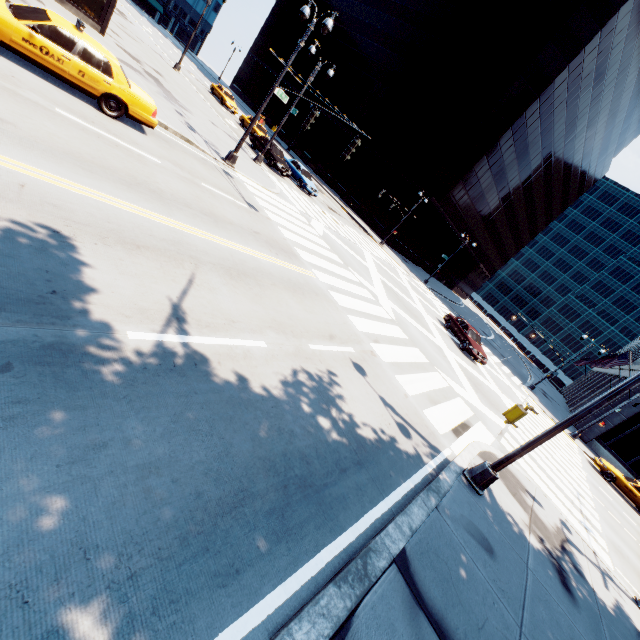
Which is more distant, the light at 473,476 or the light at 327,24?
the light at 327,24

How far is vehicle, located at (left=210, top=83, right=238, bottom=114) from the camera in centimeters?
3512cm

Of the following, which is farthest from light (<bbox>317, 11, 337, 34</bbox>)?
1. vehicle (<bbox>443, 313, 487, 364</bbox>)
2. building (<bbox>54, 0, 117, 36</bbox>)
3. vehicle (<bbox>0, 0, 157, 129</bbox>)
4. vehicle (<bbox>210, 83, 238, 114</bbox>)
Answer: vehicle (<bbox>210, 83, 238, 114</bbox>)

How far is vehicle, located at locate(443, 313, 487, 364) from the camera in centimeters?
2161cm

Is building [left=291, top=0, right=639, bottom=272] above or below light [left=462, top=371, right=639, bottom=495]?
above

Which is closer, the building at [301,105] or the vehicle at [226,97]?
the vehicle at [226,97]

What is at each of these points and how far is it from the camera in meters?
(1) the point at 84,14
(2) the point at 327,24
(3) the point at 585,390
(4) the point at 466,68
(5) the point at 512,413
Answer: (1) building, 17.0
(2) light, 12.8
(3) building, 52.5
(4) building, 42.1
(5) crosswalk signal, 4.5

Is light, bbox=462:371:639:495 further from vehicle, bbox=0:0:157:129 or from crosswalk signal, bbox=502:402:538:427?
vehicle, bbox=0:0:157:129
